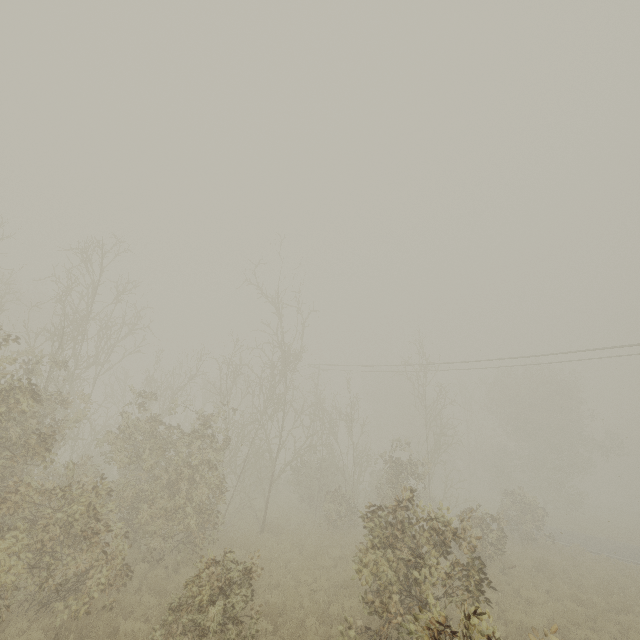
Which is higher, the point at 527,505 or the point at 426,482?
the point at 426,482
